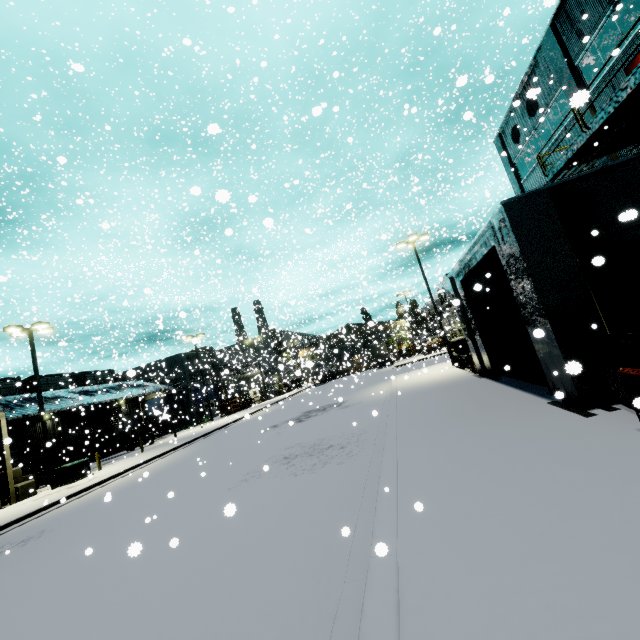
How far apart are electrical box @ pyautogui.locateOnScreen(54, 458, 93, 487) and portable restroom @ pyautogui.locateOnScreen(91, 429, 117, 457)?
13.7m

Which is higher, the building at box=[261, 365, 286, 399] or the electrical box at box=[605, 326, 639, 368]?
the building at box=[261, 365, 286, 399]

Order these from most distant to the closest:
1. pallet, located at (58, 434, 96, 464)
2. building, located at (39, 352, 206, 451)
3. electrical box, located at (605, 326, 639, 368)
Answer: building, located at (39, 352, 206, 451) < pallet, located at (58, 434, 96, 464) < electrical box, located at (605, 326, 639, 368)

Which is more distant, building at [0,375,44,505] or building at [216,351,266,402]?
building at [216,351,266,402]

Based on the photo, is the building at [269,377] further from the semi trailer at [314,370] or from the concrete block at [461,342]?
the concrete block at [461,342]

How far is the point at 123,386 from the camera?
41.4m

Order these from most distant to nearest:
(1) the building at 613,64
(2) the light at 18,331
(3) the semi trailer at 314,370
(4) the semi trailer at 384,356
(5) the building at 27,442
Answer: (4) the semi trailer at 384,356 < (5) the building at 27,442 < (2) the light at 18,331 < (3) the semi trailer at 314,370 < (1) the building at 613,64

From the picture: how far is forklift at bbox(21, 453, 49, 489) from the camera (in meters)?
21.39
